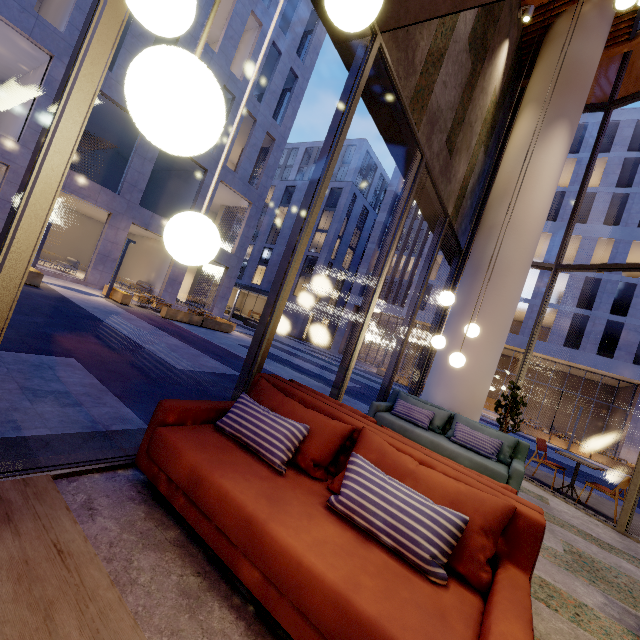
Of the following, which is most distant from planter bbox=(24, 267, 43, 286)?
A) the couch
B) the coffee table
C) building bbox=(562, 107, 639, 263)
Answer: building bbox=(562, 107, 639, 263)

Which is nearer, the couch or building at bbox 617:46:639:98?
the couch

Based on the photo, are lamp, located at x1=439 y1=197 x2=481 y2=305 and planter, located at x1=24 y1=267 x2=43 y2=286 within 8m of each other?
no

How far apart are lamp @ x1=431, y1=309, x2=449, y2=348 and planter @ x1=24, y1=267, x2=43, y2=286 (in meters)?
13.04

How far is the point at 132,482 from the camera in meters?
2.2

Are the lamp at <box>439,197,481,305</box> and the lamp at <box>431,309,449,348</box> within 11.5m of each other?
yes

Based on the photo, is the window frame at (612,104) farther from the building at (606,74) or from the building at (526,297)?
the building at (526,297)

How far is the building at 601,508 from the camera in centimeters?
591cm
